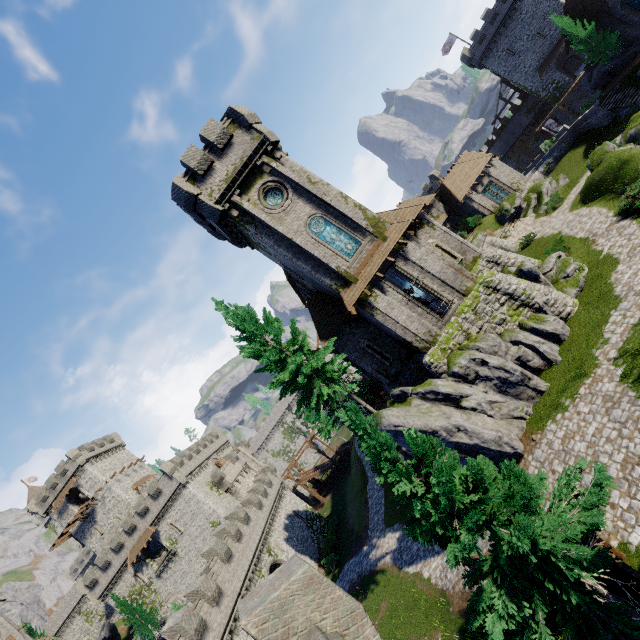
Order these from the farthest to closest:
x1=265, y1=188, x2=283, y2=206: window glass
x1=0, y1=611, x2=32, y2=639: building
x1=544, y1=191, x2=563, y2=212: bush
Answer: x1=0, y1=611, x2=32, y2=639: building < x1=544, y1=191, x2=563, y2=212: bush < x1=265, y1=188, x2=283, y2=206: window glass

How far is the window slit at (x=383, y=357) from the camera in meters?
23.2 m

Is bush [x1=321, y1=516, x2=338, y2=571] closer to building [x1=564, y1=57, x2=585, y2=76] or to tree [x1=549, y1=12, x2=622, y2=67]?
tree [x1=549, y1=12, x2=622, y2=67]

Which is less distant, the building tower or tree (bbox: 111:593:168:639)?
tree (bbox: 111:593:168:639)

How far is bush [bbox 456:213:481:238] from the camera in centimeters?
3891cm

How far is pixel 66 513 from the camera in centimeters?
5200cm

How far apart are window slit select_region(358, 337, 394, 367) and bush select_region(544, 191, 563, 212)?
22.05m

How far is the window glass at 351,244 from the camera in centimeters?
2120cm
